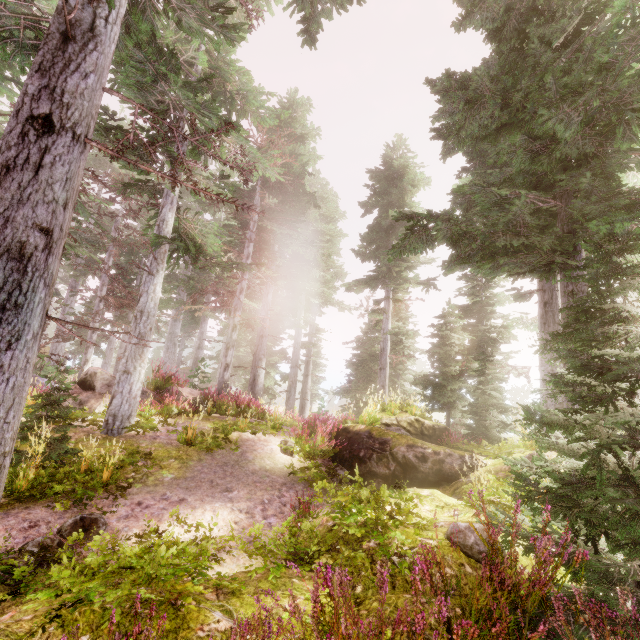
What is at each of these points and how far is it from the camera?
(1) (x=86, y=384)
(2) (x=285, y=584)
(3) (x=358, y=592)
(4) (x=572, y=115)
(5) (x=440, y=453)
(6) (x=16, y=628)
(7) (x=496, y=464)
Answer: (1) rock, 10.73m
(2) rock, 2.78m
(3) rock, 2.72m
(4) instancedfoliageactor, 3.96m
(5) rock, 8.25m
(6) rock, 1.85m
(7) rock, 7.90m

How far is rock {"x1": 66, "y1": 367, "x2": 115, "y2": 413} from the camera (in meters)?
9.98

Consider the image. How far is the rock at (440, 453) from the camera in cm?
291

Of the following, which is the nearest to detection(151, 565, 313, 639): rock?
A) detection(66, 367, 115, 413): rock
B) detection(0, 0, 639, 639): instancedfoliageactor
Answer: detection(0, 0, 639, 639): instancedfoliageactor

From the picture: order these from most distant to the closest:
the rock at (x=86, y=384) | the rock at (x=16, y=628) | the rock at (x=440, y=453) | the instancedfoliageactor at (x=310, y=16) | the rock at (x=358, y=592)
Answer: the rock at (x=86, y=384)
the instancedfoliageactor at (x=310, y=16)
the rock at (x=440, y=453)
the rock at (x=358, y=592)
the rock at (x=16, y=628)
